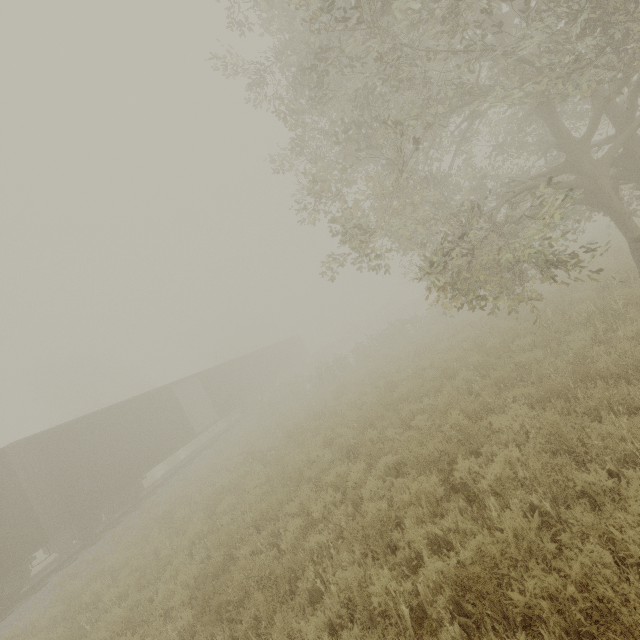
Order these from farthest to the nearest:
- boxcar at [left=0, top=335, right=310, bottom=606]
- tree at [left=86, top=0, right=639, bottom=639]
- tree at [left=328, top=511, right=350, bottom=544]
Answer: boxcar at [left=0, top=335, right=310, bottom=606], tree at [left=328, top=511, right=350, bottom=544], tree at [left=86, top=0, right=639, bottom=639]

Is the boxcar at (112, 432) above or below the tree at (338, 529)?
above

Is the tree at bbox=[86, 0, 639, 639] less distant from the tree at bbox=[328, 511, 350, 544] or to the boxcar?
the tree at bbox=[328, 511, 350, 544]

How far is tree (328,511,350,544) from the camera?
5.21m

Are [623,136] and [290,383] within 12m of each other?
no

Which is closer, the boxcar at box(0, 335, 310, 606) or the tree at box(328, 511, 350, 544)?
the tree at box(328, 511, 350, 544)

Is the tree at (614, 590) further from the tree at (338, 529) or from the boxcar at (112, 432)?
the boxcar at (112, 432)

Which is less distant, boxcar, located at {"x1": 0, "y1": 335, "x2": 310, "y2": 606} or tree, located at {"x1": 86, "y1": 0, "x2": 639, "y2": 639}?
tree, located at {"x1": 86, "y1": 0, "x2": 639, "y2": 639}
